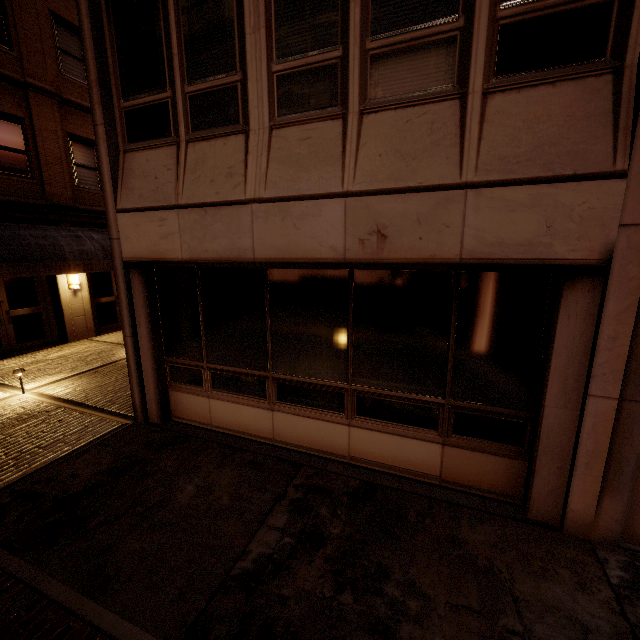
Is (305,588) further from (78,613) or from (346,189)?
(346,189)

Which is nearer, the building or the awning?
the building

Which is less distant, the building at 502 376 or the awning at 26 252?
the building at 502 376
